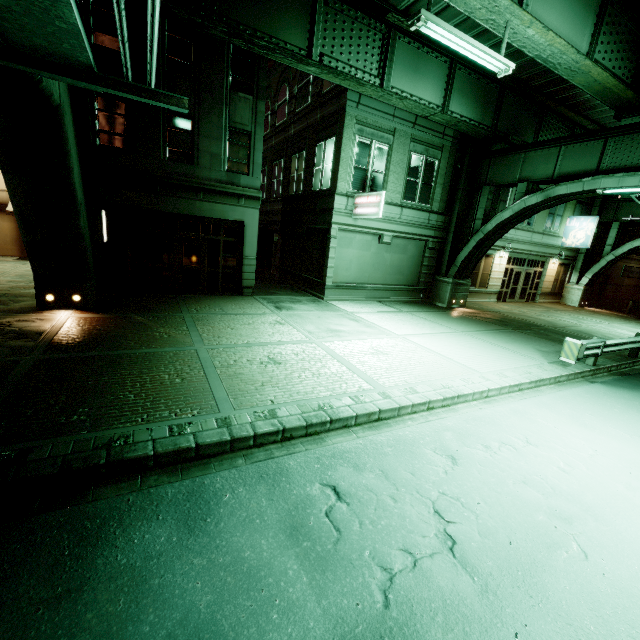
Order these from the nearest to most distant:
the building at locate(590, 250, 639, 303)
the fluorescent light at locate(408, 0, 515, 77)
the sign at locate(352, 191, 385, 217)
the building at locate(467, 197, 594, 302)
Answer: the fluorescent light at locate(408, 0, 515, 77)
the sign at locate(352, 191, 385, 217)
the building at locate(467, 197, 594, 302)
the building at locate(590, 250, 639, 303)

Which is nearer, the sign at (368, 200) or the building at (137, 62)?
the building at (137, 62)

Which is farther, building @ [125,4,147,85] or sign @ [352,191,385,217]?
sign @ [352,191,385,217]

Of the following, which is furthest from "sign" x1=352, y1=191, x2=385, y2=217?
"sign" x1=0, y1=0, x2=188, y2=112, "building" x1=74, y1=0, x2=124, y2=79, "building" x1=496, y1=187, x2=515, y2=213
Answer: "sign" x1=0, y1=0, x2=188, y2=112

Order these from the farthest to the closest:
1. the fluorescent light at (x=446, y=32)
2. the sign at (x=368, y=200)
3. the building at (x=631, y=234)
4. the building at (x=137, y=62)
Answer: the building at (x=631, y=234), the sign at (x=368, y=200), the building at (x=137, y=62), the fluorescent light at (x=446, y=32)

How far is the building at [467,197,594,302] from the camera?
22.56m

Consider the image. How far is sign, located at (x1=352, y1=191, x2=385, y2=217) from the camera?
14.30m

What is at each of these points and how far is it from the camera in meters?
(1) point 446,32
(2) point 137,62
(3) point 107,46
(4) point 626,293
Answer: (1) fluorescent light, 7.4
(2) building, 11.7
(3) building, 11.3
(4) building, 34.0
